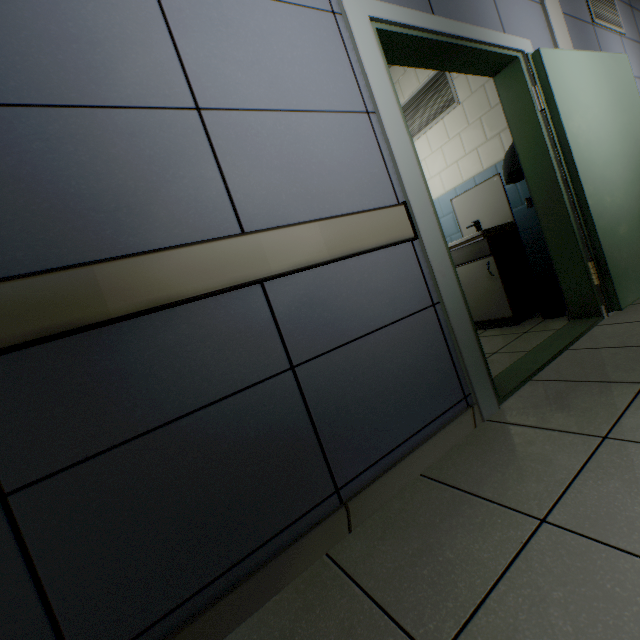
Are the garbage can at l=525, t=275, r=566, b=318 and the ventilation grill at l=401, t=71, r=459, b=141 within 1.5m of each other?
no

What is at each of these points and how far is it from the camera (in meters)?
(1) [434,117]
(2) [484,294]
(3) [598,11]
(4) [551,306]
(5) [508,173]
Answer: (1) ventilation grill, 3.67
(2) cabinet, 3.24
(3) ventilation grill, 3.39
(4) garbage can, 2.95
(5) hand dryer, 2.78

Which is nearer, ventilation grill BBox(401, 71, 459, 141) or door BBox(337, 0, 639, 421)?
door BBox(337, 0, 639, 421)

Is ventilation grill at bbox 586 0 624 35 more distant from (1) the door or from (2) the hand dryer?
(2) the hand dryer

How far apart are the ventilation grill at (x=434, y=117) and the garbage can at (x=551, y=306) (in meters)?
2.04

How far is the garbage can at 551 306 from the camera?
2.86m

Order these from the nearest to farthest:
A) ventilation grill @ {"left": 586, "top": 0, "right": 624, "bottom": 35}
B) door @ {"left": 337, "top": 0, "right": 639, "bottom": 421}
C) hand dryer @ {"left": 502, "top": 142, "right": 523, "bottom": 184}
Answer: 1. door @ {"left": 337, "top": 0, "right": 639, "bottom": 421}
2. hand dryer @ {"left": 502, "top": 142, "right": 523, "bottom": 184}
3. ventilation grill @ {"left": 586, "top": 0, "right": 624, "bottom": 35}

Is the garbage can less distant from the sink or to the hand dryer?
the sink
